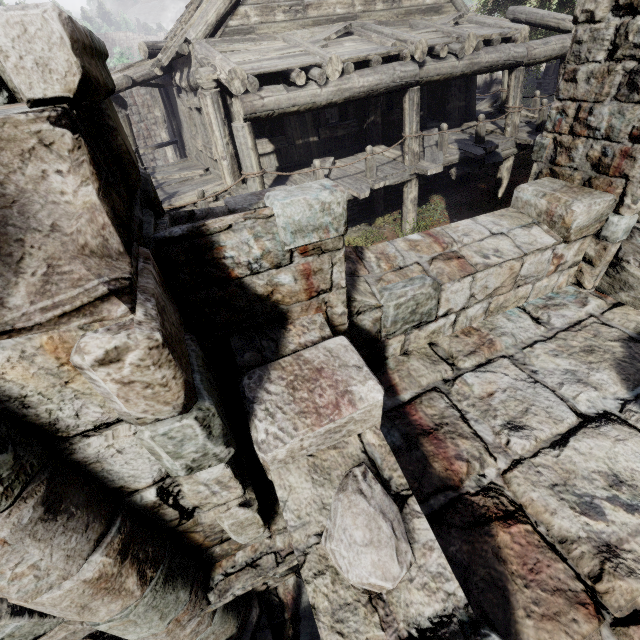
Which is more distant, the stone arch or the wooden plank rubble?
the wooden plank rubble

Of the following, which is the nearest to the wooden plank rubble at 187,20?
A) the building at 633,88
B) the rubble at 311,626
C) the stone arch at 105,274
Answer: the building at 633,88

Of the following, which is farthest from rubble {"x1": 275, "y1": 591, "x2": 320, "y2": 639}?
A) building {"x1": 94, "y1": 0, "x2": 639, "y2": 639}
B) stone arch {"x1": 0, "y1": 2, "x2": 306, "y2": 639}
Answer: building {"x1": 94, "y1": 0, "x2": 639, "y2": 639}

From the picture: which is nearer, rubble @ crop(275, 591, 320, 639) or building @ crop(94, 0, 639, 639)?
building @ crop(94, 0, 639, 639)

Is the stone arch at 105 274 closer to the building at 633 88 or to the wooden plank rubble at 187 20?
the building at 633 88

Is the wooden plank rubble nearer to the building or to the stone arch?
the building

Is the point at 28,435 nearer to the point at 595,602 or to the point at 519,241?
the point at 595,602

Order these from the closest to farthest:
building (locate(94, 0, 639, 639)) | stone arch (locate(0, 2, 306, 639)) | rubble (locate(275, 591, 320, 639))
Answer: stone arch (locate(0, 2, 306, 639)) → building (locate(94, 0, 639, 639)) → rubble (locate(275, 591, 320, 639))
